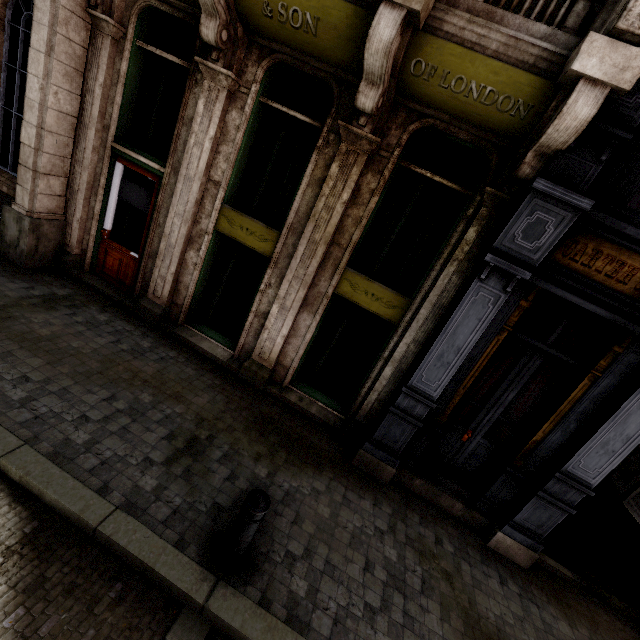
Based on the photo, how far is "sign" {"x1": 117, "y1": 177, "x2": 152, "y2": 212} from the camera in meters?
6.2 m

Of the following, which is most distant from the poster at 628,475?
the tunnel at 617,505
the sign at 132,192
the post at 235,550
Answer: the sign at 132,192

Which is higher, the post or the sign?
the sign

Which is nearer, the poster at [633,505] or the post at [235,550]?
the post at [235,550]

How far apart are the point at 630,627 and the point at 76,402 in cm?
861

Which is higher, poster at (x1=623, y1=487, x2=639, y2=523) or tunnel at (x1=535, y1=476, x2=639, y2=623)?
poster at (x1=623, y1=487, x2=639, y2=523)

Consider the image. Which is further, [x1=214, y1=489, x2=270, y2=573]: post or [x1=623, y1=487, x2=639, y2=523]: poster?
[x1=623, y1=487, x2=639, y2=523]: poster
